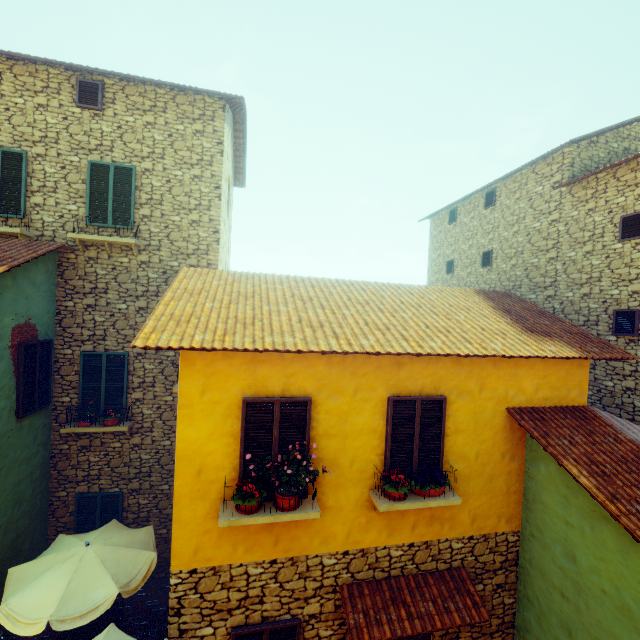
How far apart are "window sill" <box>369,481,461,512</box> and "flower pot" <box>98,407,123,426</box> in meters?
6.7

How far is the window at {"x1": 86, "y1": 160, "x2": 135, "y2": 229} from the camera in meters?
8.3

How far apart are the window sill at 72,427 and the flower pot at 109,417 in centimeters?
7cm

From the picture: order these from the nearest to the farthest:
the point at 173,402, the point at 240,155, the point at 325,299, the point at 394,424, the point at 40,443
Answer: the point at 394,424
the point at 325,299
the point at 40,443
the point at 173,402
the point at 240,155

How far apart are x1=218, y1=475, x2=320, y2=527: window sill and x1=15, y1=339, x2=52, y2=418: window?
5.4m

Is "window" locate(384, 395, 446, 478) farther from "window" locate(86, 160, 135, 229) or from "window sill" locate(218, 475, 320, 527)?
"window" locate(86, 160, 135, 229)

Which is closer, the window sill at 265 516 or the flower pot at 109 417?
the window sill at 265 516

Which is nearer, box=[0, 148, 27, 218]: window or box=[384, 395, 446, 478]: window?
box=[384, 395, 446, 478]: window
